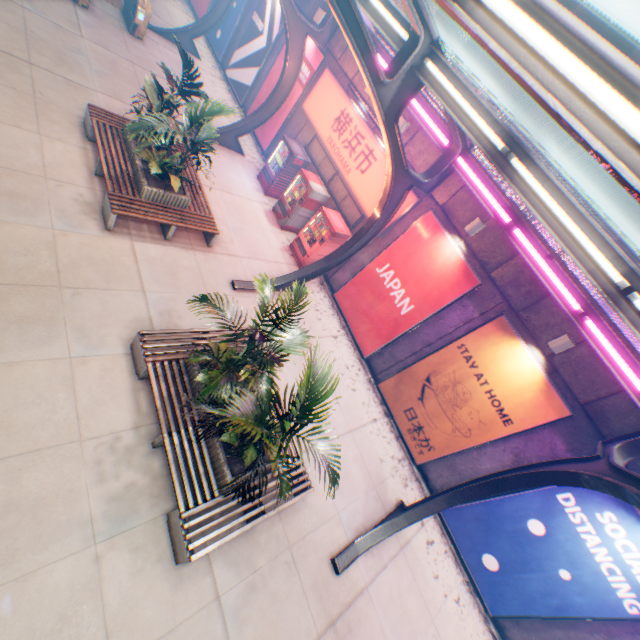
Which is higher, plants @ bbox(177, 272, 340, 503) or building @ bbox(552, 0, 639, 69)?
building @ bbox(552, 0, 639, 69)

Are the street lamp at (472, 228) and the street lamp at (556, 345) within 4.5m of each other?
yes

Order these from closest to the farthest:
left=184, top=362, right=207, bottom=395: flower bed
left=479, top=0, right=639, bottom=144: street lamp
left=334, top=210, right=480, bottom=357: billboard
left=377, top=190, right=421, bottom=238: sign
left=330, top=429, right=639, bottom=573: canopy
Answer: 1. left=479, top=0, right=639, bottom=144: street lamp
2. left=330, top=429, right=639, bottom=573: canopy
3. left=184, top=362, right=207, bottom=395: flower bed
4. left=334, top=210, right=480, bottom=357: billboard
5. left=377, top=190, right=421, bottom=238: sign

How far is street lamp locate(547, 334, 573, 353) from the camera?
6.9m

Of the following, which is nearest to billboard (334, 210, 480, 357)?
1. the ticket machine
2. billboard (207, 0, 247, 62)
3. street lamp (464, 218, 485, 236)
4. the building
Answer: street lamp (464, 218, 485, 236)

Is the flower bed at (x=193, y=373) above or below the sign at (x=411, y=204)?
below

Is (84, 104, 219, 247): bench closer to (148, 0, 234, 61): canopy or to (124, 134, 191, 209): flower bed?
(124, 134, 191, 209): flower bed

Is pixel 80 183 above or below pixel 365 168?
below
